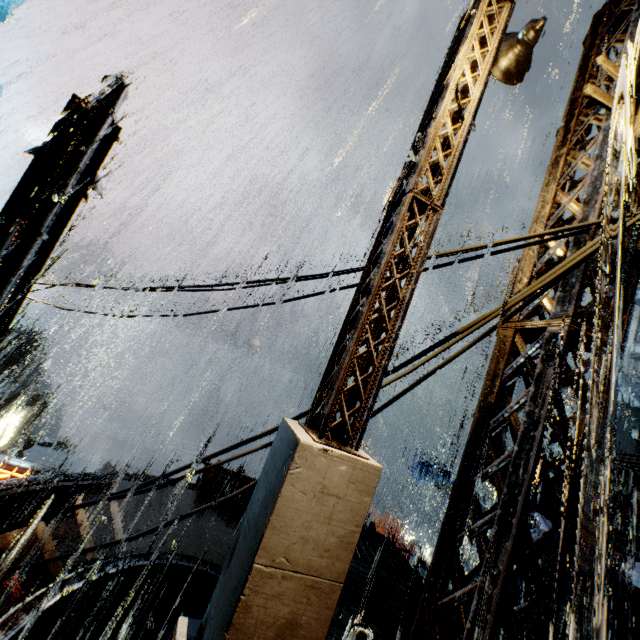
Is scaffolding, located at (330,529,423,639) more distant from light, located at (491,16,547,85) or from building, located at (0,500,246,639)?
light, located at (491,16,547,85)

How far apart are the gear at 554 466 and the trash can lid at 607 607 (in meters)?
15.38

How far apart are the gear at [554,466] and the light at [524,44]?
36.1m

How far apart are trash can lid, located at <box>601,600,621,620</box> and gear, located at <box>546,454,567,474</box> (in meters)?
15.38

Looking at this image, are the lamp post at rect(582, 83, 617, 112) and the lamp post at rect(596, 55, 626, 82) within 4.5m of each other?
yes

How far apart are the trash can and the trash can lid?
0.01m

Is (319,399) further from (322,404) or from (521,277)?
(521,277)

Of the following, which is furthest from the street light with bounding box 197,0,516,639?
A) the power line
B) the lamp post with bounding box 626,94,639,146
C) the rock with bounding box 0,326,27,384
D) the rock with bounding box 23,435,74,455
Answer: the rock with bounding box 0,326,27,384
